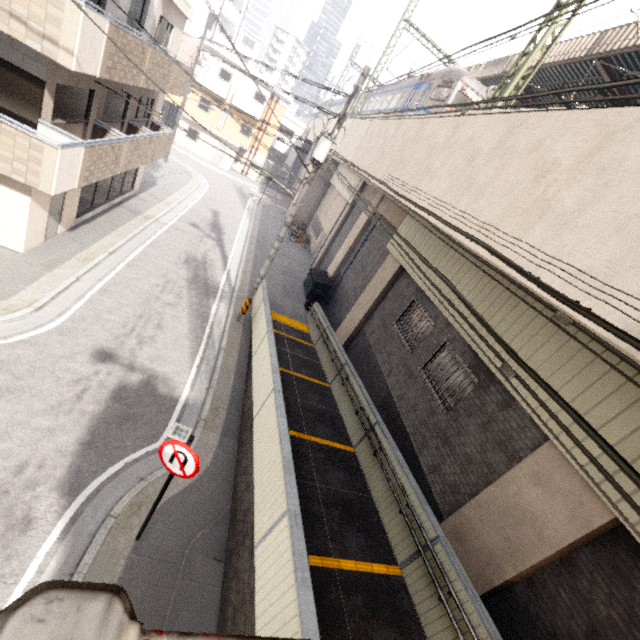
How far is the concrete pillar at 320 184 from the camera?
29.08m

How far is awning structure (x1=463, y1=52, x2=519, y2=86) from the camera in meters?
15.0 m

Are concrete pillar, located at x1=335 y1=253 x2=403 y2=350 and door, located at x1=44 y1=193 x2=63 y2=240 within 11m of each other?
no

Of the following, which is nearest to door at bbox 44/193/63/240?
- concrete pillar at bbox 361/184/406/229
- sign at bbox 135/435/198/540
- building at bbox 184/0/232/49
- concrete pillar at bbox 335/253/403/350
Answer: sign at bbox 135/435/198/540

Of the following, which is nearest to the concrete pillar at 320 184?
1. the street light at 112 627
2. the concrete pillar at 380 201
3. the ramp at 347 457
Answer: the concrete pillar at 380 201

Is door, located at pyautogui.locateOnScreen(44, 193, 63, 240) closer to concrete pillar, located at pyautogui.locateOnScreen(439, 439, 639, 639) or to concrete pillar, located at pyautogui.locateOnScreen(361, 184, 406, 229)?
concrete pillar, located at pyautogui.locateOnScreen(361, 184, 406, 229)

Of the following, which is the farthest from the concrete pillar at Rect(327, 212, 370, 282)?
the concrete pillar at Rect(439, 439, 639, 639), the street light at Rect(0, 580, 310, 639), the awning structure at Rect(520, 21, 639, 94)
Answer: the street light at Rect(0, 580, 310, 639)

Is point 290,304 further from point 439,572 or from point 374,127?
point 439,572
